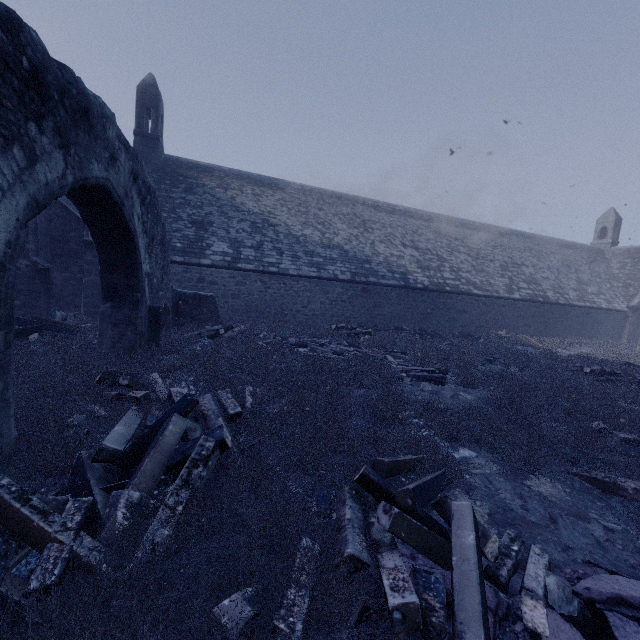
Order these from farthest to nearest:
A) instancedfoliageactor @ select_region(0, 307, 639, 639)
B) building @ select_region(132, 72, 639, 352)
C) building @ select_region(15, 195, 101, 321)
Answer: building @ select_region(132, 72, 639, 352)
building @ select_region(15, 195, 101, 321)
instancedfoliageactor @ select_region(0, 307, 639, 639)

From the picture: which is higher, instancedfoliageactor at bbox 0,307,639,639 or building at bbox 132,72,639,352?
building at bbox 132,72,639,352

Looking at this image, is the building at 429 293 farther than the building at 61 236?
Yes

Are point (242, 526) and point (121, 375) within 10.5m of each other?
yes

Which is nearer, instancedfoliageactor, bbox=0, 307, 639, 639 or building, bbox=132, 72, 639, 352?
Result: instancedfoliageactor, bbox=0, 307, 639, 639

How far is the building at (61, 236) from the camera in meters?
9.2

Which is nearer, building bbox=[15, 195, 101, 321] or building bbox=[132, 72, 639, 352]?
building bbox=[15, 195, 101, 321]
